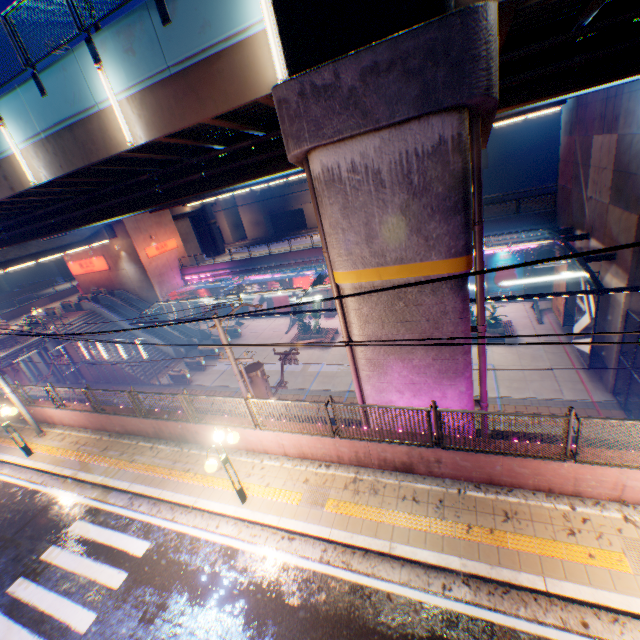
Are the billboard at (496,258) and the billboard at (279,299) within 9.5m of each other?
no

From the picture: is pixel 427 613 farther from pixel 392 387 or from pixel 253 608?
pixel 392 387

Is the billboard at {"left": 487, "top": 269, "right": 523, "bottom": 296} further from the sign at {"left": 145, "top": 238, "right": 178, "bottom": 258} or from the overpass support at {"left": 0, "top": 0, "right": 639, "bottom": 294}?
the sign at {"left": 145, "top": 238, "right": 178, "bottom": 258}

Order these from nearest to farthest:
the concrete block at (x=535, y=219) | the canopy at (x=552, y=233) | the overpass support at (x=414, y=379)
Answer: the overpass support at (x=414, y=379)
the canopy at (x=552, y=233)
the concrete block at (x=535, y=219)

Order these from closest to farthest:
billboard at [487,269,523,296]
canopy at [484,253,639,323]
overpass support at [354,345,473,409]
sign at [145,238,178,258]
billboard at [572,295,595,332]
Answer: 1. overpass support at [354,345,473,409]
2. canopy at [484,253,639,323]
3. billboard at [572,295,595,332]
4. billboard at [487,269,523,296]
5. sign at [145,238,178,258]

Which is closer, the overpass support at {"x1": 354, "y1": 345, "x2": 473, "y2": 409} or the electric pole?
the overpass support at {"x1": 354, "y1": 345, "x2": 473, "y2": 409}

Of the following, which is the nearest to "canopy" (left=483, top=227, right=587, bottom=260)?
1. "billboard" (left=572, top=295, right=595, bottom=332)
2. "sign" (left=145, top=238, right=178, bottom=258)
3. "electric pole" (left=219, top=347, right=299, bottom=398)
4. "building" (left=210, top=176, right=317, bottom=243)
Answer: "billboard" (left=572, top=295, right=595, bottom=332)

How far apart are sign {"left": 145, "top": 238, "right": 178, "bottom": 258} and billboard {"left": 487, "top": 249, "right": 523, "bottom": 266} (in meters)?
33.14
